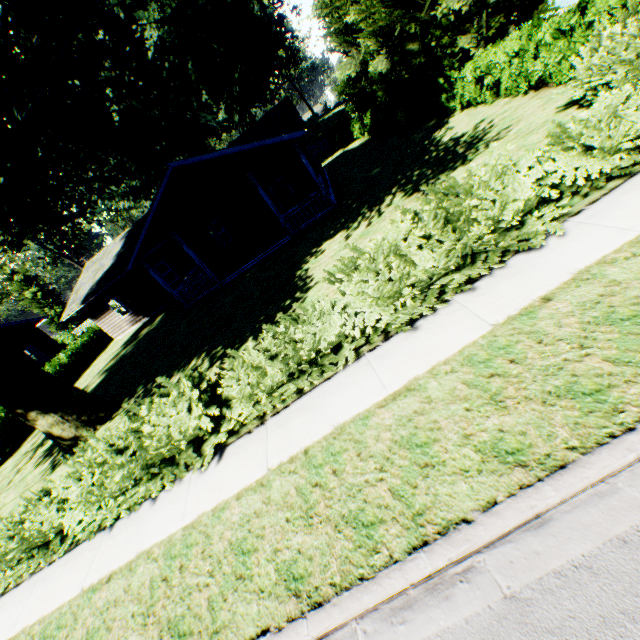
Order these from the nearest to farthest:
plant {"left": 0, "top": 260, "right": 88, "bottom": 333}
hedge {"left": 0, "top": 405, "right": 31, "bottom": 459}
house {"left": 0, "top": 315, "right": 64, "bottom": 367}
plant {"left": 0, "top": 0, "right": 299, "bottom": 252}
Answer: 1. plant {"left": 0, "top": 0, "right": 299, "bottom": 252}
2. hedge {"left": 0, "top": 405, "right": 31, "bottom": 459}
3. house {"left": 0, "top": 315, "right": 64, "bottom": 367}
4. plant {"left": 0, "top": 260, "right": 88, "bottom": 333}

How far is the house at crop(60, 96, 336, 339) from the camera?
14.86m

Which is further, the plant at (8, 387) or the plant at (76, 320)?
the plant at (76, 320)

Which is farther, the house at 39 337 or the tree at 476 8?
the house at 39 337

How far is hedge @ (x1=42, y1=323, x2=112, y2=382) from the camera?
22.6 meters

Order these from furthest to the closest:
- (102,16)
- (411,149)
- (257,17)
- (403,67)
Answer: (257,17), (403,67), (411,149), (102,16)

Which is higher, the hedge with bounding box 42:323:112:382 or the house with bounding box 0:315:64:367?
the house with bounding box 0:315:64:367

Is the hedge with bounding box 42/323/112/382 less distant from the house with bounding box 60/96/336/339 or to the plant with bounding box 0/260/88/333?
the plant with bounding box 0/260/88/333
